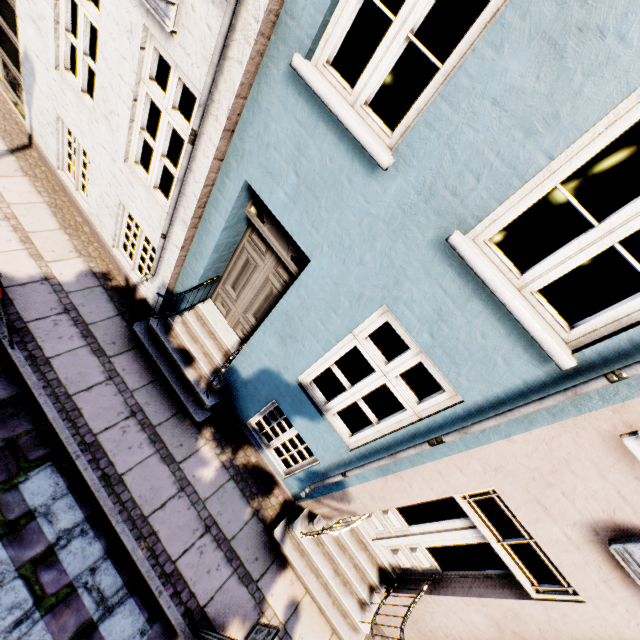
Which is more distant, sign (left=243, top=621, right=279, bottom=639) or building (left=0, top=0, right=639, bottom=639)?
sign (left=243, top=621, right=279, bottom=639)

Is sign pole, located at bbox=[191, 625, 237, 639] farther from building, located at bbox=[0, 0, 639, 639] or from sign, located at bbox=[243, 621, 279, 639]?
building, located at bbox=[0, 0, 639, 639]

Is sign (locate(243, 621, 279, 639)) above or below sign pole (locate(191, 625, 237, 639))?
above

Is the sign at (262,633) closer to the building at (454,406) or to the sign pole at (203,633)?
the sign pole at (203,633)

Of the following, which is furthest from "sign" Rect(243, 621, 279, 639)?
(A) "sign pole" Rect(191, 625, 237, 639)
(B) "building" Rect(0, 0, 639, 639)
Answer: (B) "building" Rect(0, 0, 639, 639)

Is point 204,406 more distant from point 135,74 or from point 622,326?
point 622,326
